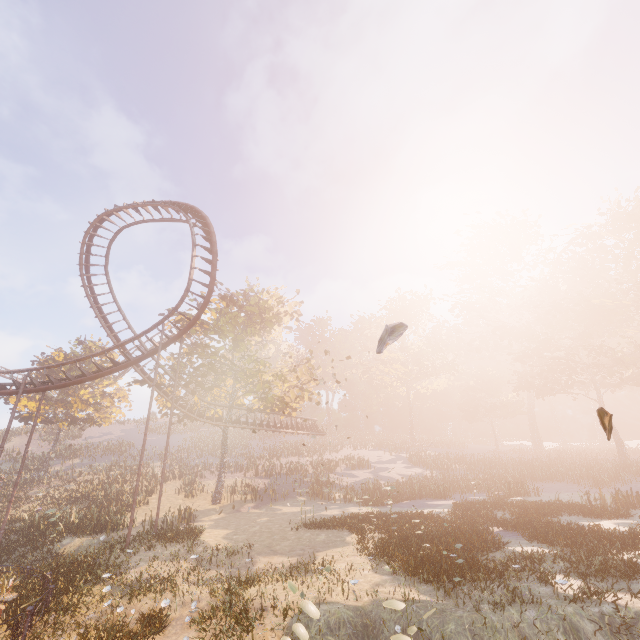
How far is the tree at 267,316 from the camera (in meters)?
27.30

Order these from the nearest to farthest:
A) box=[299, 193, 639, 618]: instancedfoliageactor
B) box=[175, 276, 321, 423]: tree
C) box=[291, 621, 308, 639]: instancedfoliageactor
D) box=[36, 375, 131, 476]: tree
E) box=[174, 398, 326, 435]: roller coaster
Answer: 1. box=[291, 621, 308, 639]: instancedfoliageactor
2. box=[299, 193, 639, 618]: instancedfoliageactor
3. box=[175, 276, 321, 423]: tree
4. box=[174, 398, 326, 435]: roller coaster
5. box=[36, 375, 131, 476]: tree

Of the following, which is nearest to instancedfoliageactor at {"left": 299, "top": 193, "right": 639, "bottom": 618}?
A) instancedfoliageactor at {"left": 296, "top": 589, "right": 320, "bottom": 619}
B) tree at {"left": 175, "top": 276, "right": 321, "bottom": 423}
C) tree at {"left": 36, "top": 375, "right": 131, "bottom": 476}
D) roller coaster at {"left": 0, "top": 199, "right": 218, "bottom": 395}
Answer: instancedfoliageactor at {"left": 296, "top": 589, "right": 320, "bottom": 619}

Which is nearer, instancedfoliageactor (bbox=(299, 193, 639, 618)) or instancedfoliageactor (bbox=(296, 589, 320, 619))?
instancedfoliageactor (bbox=(296, 589, 320, 619))

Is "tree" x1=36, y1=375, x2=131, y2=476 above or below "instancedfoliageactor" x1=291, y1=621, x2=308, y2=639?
above

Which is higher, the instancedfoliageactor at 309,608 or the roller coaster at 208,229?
the roller coaster at 208,229

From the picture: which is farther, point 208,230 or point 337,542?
point 208,230
